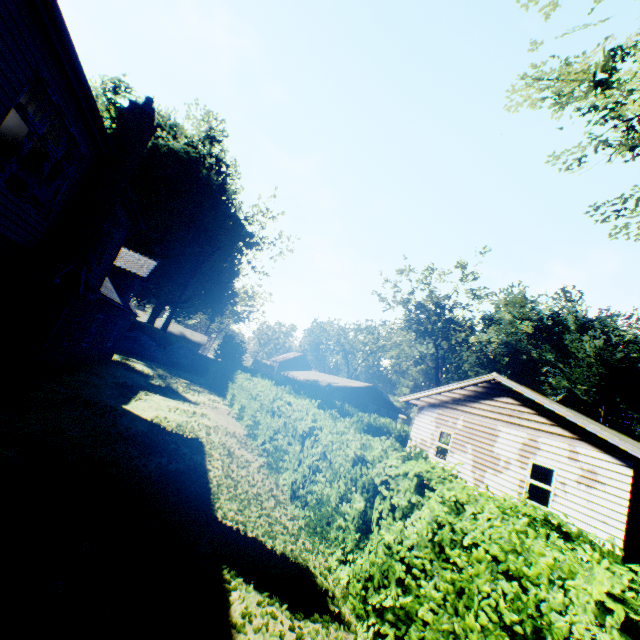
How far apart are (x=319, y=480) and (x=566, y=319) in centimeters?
6985cm

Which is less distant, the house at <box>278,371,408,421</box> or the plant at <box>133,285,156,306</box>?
the house at <box>278,371,408,421</box>

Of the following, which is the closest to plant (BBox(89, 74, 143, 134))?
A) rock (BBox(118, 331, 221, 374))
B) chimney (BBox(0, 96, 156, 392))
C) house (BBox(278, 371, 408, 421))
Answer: rock (BBox(118, 331, 221, 374))

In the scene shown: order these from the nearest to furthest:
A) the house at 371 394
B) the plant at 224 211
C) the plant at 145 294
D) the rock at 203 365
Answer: the rock at 203 365 < the plant at 224 211 < the house at 371 394 < the plant at 145 294

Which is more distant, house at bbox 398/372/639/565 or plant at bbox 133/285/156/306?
plant at bbox 133/285/156/306

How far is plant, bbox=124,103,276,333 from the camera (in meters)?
37.66

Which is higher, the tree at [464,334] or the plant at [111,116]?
the plant at [111,116]

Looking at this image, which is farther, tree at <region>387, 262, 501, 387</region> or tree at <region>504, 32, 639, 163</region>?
tree at <region>387, 262, 501, 387</region>
